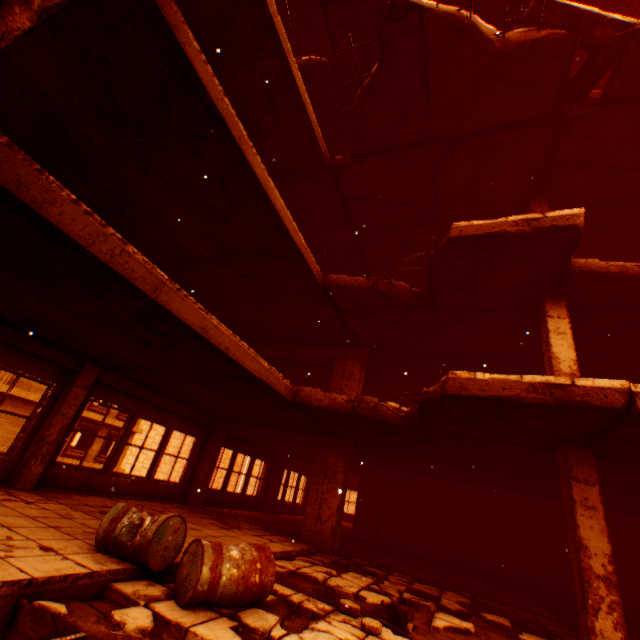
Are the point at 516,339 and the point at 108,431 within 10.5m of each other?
no

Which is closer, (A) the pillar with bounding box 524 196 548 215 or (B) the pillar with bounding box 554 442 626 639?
(B) the pillar with bounding box 554 442 626 639

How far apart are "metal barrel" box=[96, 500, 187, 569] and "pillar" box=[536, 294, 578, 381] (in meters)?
6.06

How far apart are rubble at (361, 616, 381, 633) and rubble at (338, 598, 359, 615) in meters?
0.2

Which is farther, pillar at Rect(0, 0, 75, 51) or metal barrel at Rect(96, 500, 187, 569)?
metal barrel at Rect(96, 500, 187, 569)

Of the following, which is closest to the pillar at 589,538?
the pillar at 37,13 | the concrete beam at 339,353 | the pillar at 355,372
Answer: the pillar at 355,372

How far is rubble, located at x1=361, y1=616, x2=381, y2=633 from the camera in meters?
3.5 m

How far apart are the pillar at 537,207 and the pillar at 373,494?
9.17m
